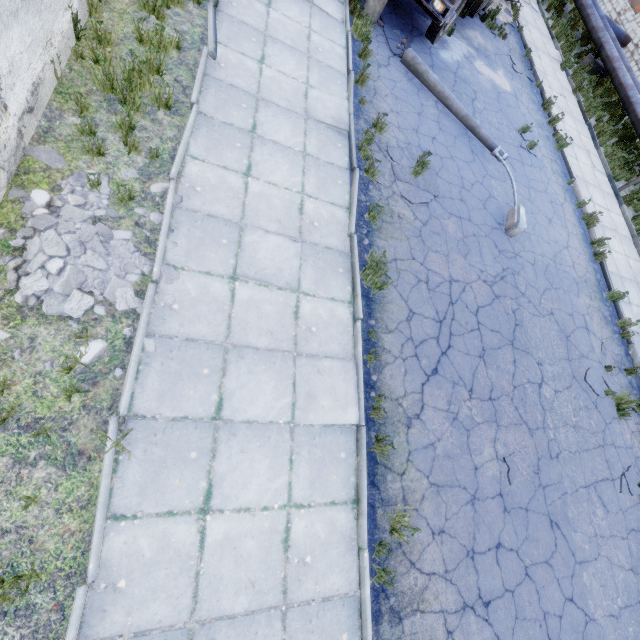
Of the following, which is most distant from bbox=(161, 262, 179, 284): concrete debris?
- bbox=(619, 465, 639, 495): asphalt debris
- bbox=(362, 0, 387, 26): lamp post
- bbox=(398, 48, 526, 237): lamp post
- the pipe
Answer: the pipe

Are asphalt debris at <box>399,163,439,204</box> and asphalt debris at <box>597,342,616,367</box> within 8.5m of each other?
yes

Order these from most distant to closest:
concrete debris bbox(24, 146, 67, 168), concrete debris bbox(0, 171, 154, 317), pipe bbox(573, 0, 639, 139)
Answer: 1. pipe bbox(573, 0, 639, 139)
2. concrete debris bbox(24, 146, 67, 168)
3. concrete debris bbox(0, 171, 154, 317)

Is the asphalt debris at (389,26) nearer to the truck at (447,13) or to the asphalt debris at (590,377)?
the truck at (447,13)

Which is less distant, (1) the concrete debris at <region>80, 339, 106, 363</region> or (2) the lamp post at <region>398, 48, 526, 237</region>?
(1) the concrete debris at <region>80, 339, 106, 363</region>

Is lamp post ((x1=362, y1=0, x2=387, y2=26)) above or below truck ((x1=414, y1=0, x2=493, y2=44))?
below

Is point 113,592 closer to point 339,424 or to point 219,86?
point 339,424

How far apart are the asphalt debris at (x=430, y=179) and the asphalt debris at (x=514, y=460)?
5.3m
